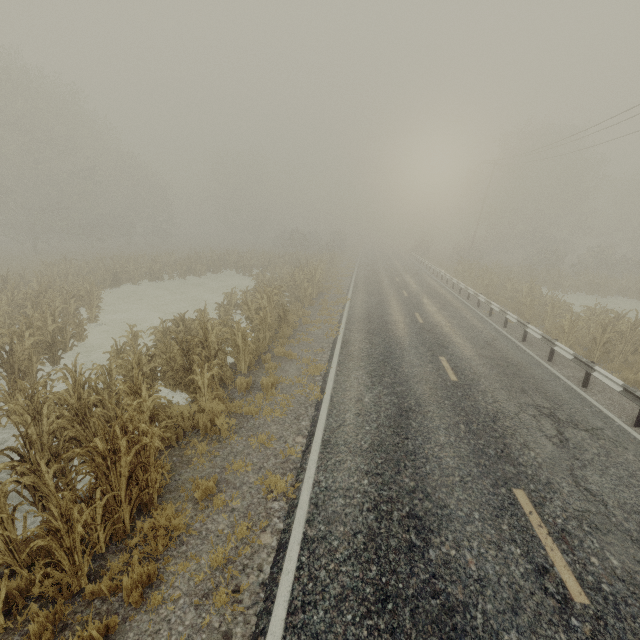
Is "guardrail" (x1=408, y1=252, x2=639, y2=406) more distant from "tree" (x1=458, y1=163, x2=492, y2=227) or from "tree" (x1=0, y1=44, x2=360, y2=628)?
"tree" (x1=458, y1=163, x2=492, y2=227)

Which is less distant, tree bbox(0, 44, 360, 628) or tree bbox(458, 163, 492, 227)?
tree bbox(0, 44, 360, 628)

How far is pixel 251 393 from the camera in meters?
8.8

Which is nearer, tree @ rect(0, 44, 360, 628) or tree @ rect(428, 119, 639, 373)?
tree @ rect(0, 44, 360, 628)

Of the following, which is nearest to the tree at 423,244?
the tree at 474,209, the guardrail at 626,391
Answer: the guardrail at 626,391

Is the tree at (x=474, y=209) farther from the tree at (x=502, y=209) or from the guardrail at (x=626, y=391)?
the tree at (x=502, y=209)

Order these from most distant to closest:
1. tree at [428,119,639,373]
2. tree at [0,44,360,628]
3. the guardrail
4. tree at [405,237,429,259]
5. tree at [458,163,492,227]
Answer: tree at [458,163,492,227] < tree at [405,237,429,259] < tree at [428,119,639,373] < the guardrail < tree at [0,44,360,628]

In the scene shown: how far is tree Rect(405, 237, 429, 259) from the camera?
48.0 meters
